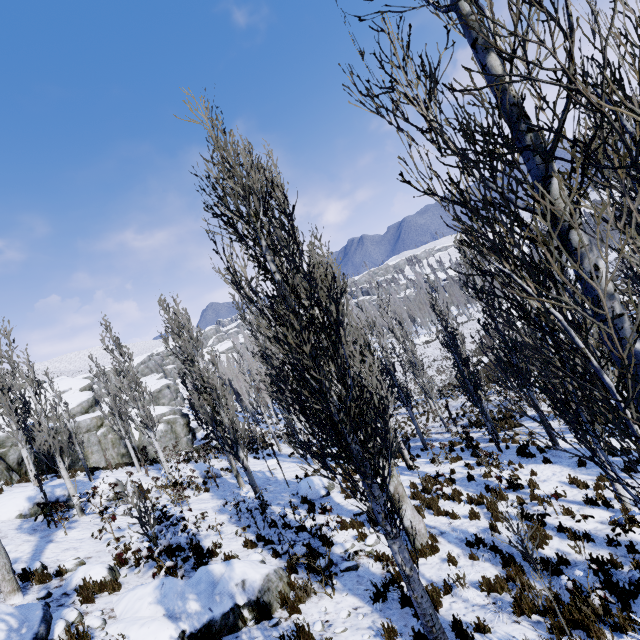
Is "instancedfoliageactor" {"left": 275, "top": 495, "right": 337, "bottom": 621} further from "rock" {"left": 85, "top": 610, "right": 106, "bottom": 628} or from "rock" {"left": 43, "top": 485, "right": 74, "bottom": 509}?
"rock" {"left": 43, "top": 485, "right": 74, "bottom": 509}

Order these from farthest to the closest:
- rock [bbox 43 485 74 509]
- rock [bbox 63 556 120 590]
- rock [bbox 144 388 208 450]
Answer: rock [bbox 144 388 208 450] < rock [bbox 43 485 74 509] < rock [bbox 63 556 120 590]

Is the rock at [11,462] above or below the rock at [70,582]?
above

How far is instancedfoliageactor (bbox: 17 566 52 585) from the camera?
7.4 meters

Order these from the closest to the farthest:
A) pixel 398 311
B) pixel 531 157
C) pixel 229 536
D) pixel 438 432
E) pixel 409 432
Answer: pixel 531 157, pixel 229 536, pixel 438 432, pixel 409 432, pixel 398 311

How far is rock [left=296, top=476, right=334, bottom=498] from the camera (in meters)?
13.23

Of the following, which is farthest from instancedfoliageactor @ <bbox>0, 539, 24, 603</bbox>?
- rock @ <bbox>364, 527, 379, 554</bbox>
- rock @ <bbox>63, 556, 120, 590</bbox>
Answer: rock @ <bbox>364, 527, 379, 554</bbox>

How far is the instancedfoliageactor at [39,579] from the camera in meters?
7.4 m
